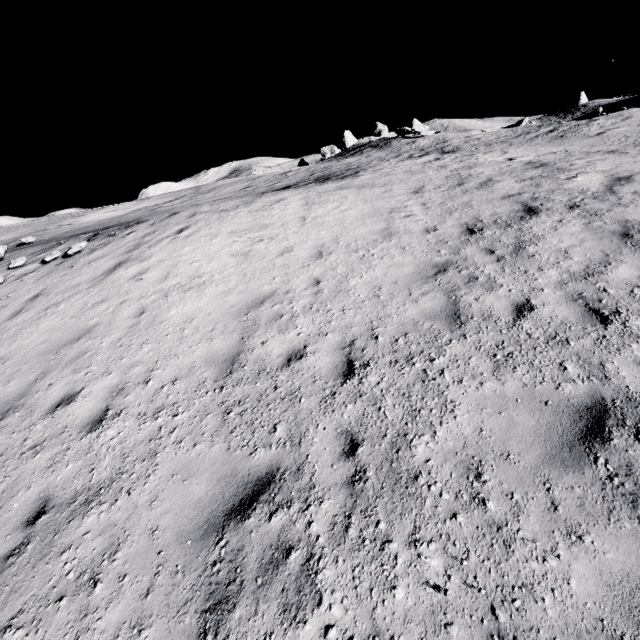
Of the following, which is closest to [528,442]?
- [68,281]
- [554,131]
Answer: [68,281]

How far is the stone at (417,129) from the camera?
33.8m

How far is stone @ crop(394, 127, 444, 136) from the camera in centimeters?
3384cm
